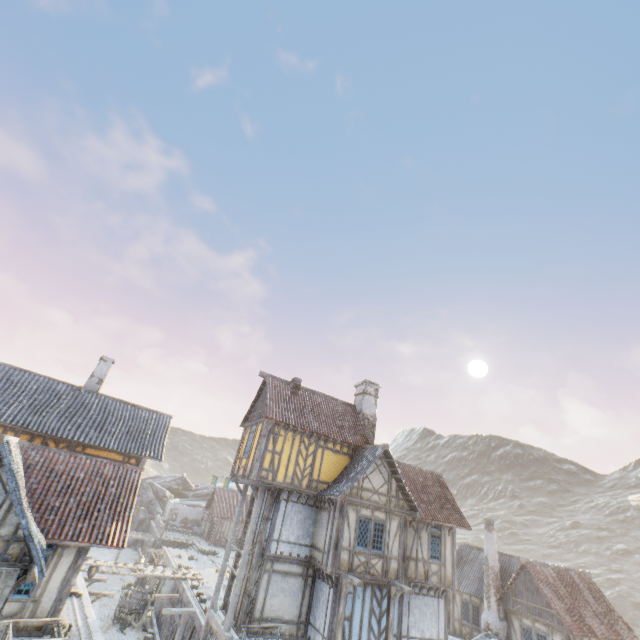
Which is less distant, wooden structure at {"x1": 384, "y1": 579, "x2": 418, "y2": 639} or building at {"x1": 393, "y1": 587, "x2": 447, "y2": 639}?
wooden structure at {"x1": 384, "y1": 579, "x2": 418, "y2": 639}

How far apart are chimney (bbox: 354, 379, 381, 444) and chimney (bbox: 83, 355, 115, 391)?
16.87m

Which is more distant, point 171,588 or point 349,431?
point 171,588

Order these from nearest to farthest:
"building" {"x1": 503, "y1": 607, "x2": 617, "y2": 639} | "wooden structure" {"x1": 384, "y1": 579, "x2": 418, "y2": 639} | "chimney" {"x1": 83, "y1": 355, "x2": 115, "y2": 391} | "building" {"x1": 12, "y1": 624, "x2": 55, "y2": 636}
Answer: "building" {"x1": 12, "y1": 624, "x2": 55, "y2": 636} → "wooden structure" {"x1": 384, "y1": 579, "x2": 418, "y2": 639} → "building" {"x1": 503, "y1": 607, "x2": 617, "y2": 639} → "chimney" {"x1": 83, "y1": 355, "x2": 115, "y2": 391}

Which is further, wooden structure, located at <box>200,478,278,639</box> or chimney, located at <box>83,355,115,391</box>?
chimney, located at <box>83,355,115,391</box>

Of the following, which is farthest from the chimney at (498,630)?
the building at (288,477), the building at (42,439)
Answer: the building at (42,439)

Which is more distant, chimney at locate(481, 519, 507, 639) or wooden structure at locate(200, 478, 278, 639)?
chimney at locate(481, 519, 507, 639)

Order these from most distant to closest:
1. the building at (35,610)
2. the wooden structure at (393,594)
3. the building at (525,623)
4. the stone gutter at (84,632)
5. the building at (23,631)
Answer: the building at (525,623) < the wooden structure at (393,594) < the stone gutter at (84,632) < the building at (23,631) < the building at (35,610)
